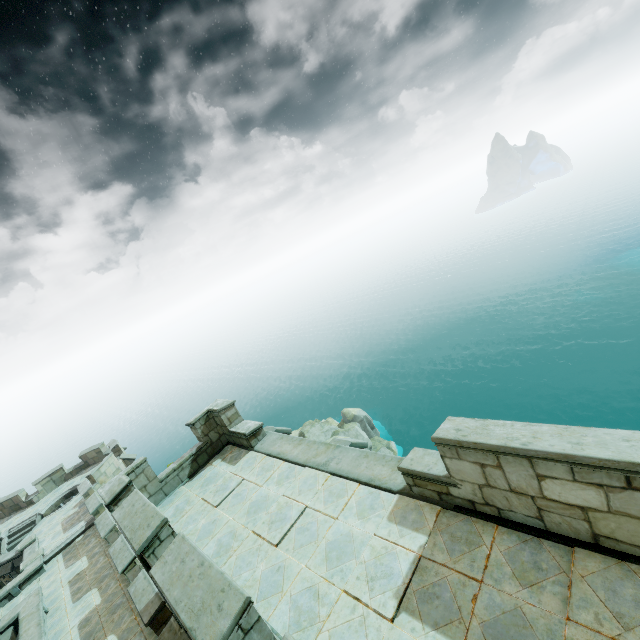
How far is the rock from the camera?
34.6m

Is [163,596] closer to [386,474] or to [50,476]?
[386,474]

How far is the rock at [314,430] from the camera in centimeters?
3459cm
